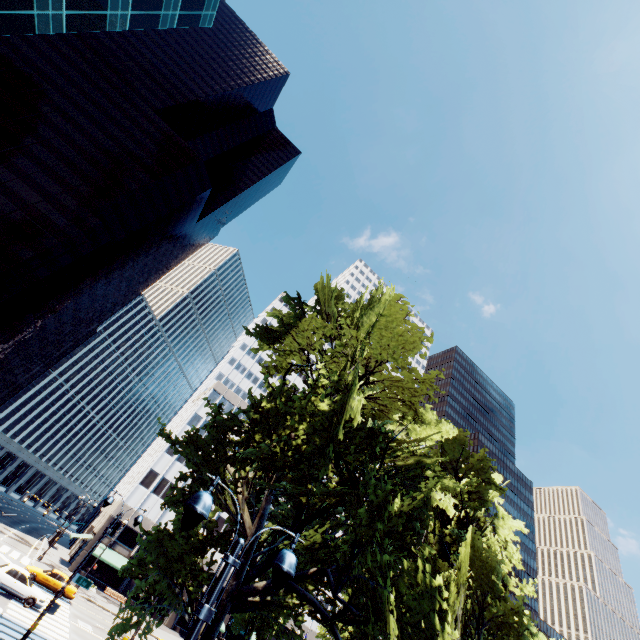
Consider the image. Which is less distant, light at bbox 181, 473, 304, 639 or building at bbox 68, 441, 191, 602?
light at bbox 181, 473, 304, 639

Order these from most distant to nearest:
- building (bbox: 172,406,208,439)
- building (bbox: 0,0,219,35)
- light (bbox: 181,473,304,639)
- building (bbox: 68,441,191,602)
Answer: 1. building (bbox: 172,406,208,439)
2. building (bbox: 68,441,191,602)
3. building (bbox: 0,0,219,35)
4. light (bbox: 181,473,304,639)

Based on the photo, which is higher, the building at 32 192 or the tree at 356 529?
the building at 32 192

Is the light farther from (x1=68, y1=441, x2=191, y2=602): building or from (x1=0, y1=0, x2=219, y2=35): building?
(x1=68, y1=441, x2=191, y2=602): building

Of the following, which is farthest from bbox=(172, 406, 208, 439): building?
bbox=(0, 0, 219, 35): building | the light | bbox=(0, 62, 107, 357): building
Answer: the light

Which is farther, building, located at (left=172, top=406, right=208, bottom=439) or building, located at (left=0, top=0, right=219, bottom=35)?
building, located at (left=172, top=406, right=208, bottom=439)

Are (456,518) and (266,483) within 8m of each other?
no

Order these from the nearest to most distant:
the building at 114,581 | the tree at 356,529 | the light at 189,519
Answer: the light at 189,519 → the tree at 356,529 → the building at 114,581
